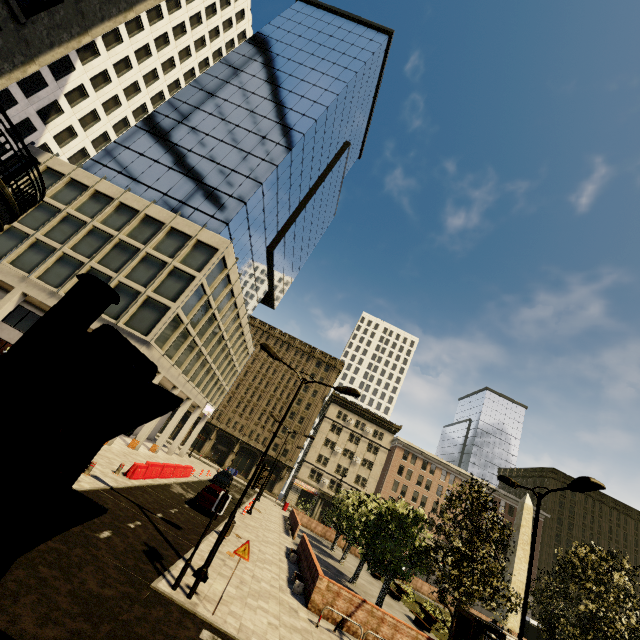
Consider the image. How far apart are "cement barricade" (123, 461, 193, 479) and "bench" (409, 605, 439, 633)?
19.0 meters

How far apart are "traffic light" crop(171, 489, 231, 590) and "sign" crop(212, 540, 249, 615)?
1.02m

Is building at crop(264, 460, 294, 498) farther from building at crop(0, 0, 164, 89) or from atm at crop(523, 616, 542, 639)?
atm at crop(523, 616, 542, 639)

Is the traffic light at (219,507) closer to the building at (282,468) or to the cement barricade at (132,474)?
the cement barricade at (132,474)

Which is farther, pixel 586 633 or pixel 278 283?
pixel 278 283

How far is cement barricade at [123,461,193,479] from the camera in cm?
1772

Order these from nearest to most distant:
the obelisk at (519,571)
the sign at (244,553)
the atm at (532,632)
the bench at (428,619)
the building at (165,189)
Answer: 1. the sign at (244,553)
2. the bench at (428,619)
3. the building at (165,189)
4. the obelisk at (519,571)
5. the atm at (532,632)

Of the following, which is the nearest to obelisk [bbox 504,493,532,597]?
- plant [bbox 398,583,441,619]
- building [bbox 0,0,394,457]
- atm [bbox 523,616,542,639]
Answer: plant [bbox 398,583,441,619]
